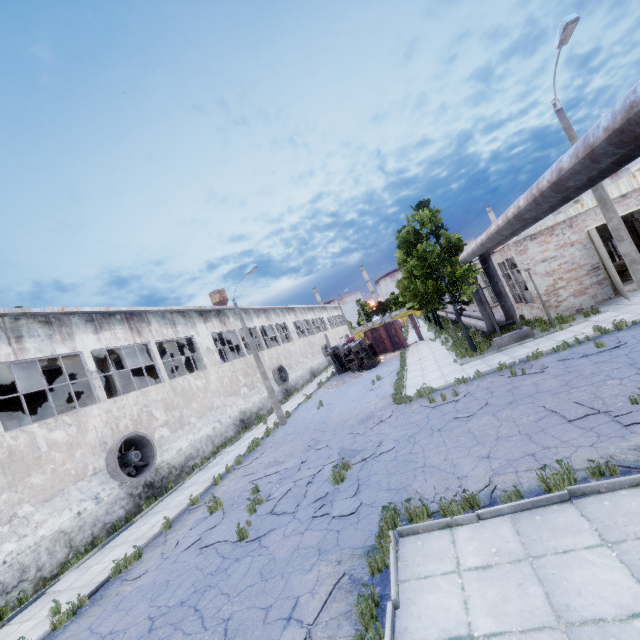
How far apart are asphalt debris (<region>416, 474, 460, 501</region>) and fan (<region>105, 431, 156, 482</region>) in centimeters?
1296cm

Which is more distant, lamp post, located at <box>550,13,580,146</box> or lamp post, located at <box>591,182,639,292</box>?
lamp post, located at <box>591,182,639,292</box>

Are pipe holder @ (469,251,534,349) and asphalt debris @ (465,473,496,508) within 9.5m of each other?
no

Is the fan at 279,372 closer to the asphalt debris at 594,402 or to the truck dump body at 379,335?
the truck dump body at 379,335

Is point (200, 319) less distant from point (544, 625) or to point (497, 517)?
point (497, 517)

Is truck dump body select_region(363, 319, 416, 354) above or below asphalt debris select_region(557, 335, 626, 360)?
above

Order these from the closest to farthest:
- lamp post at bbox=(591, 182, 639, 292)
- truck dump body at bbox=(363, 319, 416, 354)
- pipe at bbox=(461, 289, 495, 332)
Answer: lamp post at bbox=(591, 182, 639, 292), pipe at bbox=(461, 289, 495, 332), truck dump body at bbox=(363, 319, 416, 354)

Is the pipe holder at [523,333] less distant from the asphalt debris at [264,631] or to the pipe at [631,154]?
the pipe at [631,154]
